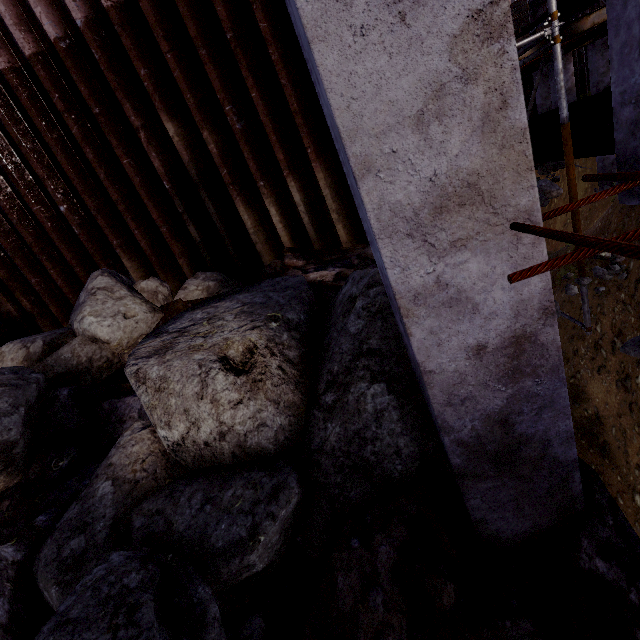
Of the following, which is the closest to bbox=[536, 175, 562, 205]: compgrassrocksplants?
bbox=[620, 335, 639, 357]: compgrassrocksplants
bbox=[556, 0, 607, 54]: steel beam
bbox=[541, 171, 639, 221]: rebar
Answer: bbox=[541, 171, 639, 221]: rebar

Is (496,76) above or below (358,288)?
above

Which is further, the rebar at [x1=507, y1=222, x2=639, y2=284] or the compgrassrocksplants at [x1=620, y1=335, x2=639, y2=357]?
the compgrassrocksplants at [x1=620, y1=335, x2=639, y2=357]

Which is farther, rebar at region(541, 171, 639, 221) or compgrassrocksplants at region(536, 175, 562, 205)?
compgrassrocksplants at region(536, 175, 562, 205)

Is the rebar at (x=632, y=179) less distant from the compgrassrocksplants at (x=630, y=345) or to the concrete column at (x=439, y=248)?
the concrete column at (x=439, y=248)

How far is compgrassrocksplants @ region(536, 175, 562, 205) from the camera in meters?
5.2

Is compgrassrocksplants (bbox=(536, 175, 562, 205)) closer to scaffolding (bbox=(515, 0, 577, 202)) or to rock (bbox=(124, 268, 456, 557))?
scaffolding (bbox=(515, 0, 577, 202))

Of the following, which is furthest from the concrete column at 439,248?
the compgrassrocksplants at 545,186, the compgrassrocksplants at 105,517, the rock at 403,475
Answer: the compgrassrocksplants at 545,186
